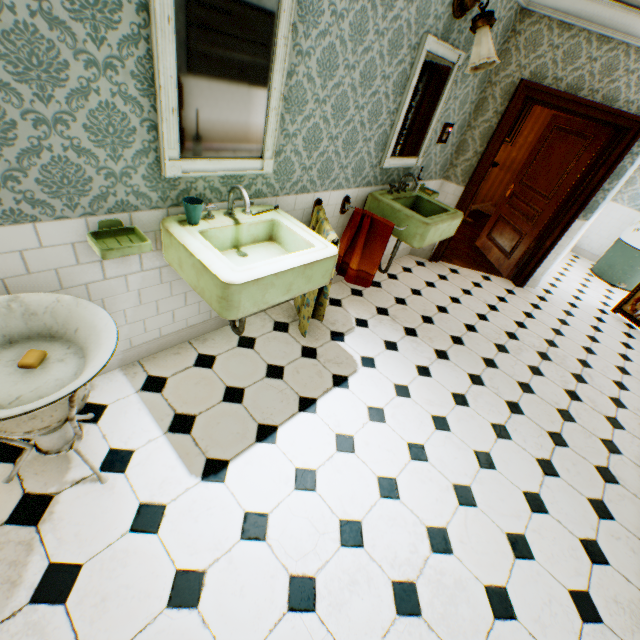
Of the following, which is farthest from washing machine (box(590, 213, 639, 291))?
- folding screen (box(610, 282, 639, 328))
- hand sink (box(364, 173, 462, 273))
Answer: hand sink (box(364, 173, 462, 273))

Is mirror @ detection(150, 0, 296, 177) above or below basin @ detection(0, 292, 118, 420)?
above

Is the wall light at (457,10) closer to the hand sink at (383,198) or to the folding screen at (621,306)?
the hand sink at (383,198)

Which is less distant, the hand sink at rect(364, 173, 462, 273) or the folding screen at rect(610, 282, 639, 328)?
the hand sink at rect(364, 173, 462, 273)

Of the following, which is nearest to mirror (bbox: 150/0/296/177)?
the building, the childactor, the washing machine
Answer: the building

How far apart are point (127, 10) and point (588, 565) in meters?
4.0 m

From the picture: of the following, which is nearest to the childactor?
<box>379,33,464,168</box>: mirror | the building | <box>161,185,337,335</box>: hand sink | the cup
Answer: the building

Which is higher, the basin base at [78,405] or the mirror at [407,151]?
the mirror at [407,151]
